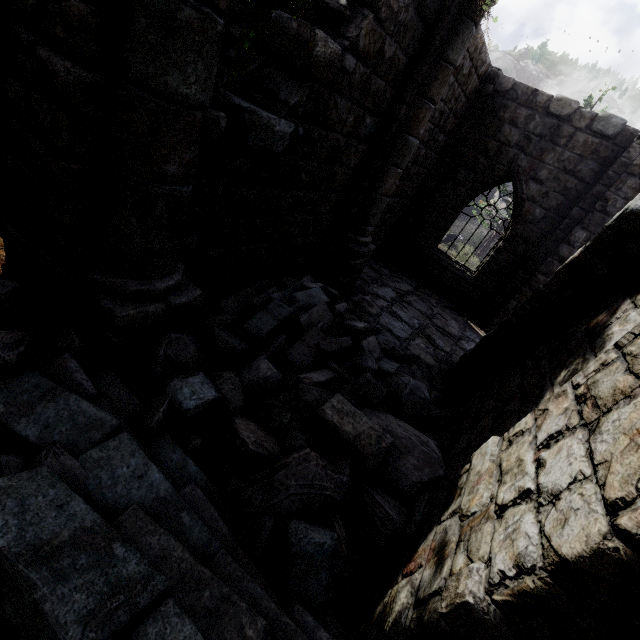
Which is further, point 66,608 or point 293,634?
point 293,634

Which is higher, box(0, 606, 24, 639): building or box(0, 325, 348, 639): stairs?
box(0, 325, 348, 639): stairs

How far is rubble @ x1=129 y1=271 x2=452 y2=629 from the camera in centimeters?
262cm

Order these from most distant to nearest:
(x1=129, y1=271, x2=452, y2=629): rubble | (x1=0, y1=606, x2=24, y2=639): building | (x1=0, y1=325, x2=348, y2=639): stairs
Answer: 1. (x1=129, y1=271, x2=452, y2=629): rubble
2. (x1=0, y1=606, x2=24, y2=639): building
3. (x1=0, y1=325, x2=348, y2=639): stairs

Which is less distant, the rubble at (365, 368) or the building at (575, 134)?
the building at (575, 134)

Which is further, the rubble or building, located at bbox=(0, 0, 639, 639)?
the rubble

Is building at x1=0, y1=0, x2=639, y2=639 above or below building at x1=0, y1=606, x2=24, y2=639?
above

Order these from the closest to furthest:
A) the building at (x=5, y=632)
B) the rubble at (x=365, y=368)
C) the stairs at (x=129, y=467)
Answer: the stairs at (x=129, y=467)
the building at (x=5, y=632)
the rubble at (x=365, y=368)
